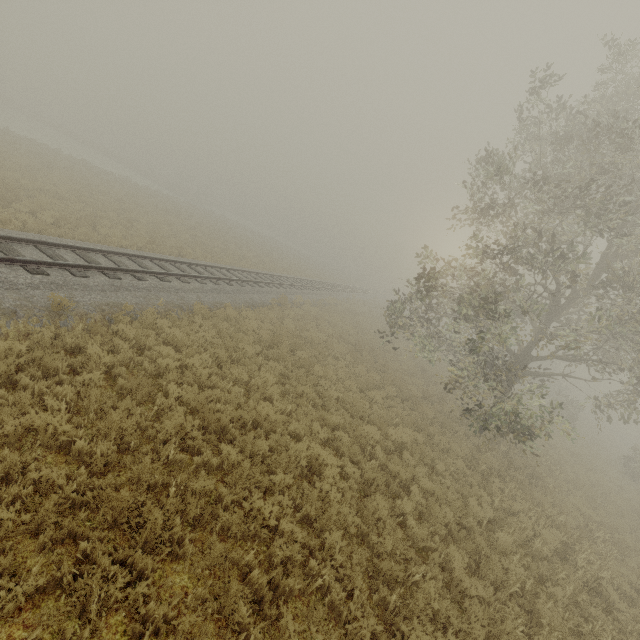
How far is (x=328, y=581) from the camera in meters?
5.2
